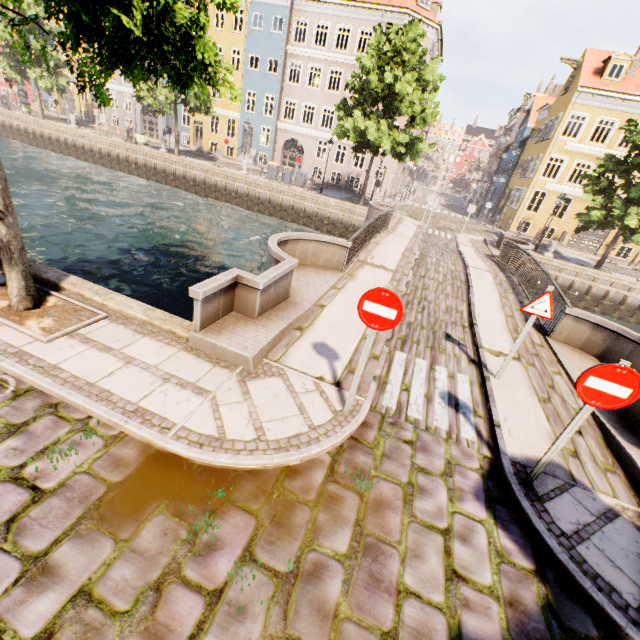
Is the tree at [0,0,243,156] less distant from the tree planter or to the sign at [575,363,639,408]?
the tree planter

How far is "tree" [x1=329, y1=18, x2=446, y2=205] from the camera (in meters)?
18.09

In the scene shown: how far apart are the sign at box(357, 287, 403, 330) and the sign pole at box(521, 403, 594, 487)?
2.1 meters

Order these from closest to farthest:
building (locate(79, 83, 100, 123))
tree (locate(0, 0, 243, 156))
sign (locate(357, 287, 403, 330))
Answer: tree (locate(0, 0, 243, 156)) → sign (locate(357, 287, 403, 330)) → building (locate(79, 83, 100, 123))

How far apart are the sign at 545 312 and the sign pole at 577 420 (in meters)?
2.46

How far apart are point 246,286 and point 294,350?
1.4 meters

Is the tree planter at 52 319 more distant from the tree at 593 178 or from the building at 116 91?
the building at 116 91

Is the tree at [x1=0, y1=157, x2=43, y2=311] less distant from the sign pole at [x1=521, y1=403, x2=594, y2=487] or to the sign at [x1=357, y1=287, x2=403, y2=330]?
the sign at [x1=357, y1=287, x2=403, y2=330]
